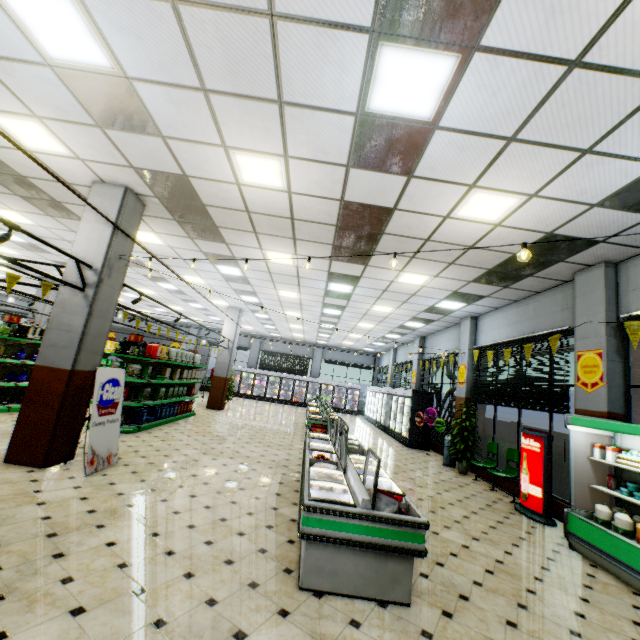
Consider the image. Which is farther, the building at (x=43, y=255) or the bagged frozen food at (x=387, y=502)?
the building at (x=43, y=255)

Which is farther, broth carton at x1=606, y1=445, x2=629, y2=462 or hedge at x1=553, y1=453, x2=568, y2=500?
hedge at x1=553, y1=453, x2=568, y2=500

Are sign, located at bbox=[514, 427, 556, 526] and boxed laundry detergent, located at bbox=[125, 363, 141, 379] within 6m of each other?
no

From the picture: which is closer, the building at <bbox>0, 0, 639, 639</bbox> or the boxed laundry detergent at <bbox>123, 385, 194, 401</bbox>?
the building at <bbox>0, 0, 639, 639</bbox>

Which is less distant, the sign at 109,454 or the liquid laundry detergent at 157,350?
the sign at 109,454

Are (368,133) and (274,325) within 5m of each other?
no

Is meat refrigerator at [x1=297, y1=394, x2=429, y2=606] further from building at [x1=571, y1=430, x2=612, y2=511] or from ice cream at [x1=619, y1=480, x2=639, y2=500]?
ice cream at [x1=619, y1=480, x2=639, y2=500]

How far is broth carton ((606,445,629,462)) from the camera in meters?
5.0
